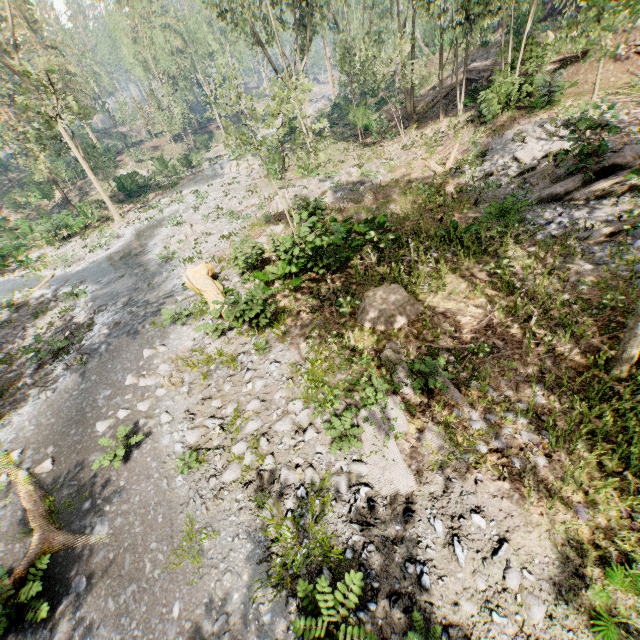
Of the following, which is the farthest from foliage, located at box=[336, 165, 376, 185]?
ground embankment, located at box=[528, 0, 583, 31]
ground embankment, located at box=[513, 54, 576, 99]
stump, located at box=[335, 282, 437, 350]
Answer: stump, located at box=[335, 282, 437, 350]

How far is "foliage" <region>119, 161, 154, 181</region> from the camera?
35.3m

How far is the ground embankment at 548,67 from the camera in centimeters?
1716cm

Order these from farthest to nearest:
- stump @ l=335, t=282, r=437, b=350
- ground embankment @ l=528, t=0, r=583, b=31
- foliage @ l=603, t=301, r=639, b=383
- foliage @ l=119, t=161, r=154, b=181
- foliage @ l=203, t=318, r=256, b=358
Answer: foliage @ l=119, t=161, r=154, b=181
ground embankment @ l=528, t=0, r=583, b=31
foliage @ l=203, t=318, r=256, b=358
stump @ l=335, t=282, r=437, b=350
foliage @ l=603, t=301, r=639, b=383

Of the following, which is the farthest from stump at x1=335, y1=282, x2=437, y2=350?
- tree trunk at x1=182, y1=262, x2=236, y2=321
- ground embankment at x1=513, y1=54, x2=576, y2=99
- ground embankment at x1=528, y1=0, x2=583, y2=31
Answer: ground embankment at x1=528, y1=0, x2=583, y2=31

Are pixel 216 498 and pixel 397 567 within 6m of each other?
yes

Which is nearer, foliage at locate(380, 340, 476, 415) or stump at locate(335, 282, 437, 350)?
foliage at locate(380, 340, 476, 415)

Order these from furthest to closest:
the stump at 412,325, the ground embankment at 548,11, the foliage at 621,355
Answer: the ground embankment at 548,11 → the stump at 412,325 → the foliage at 621,355
